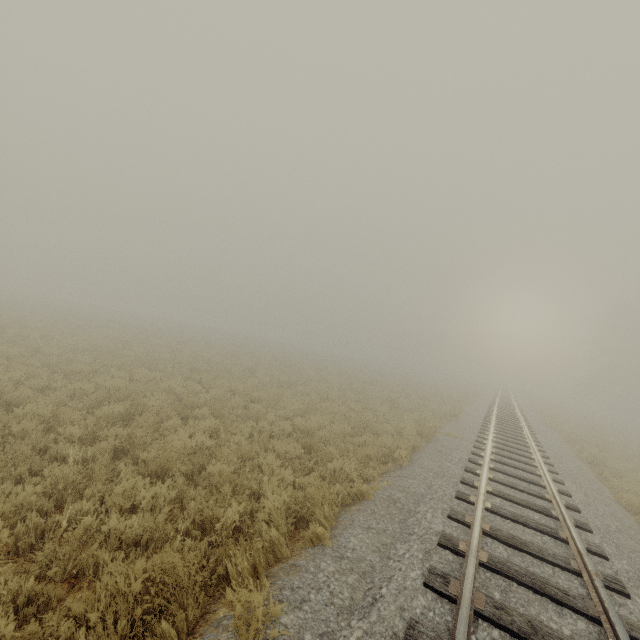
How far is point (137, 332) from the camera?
27.6 meters
